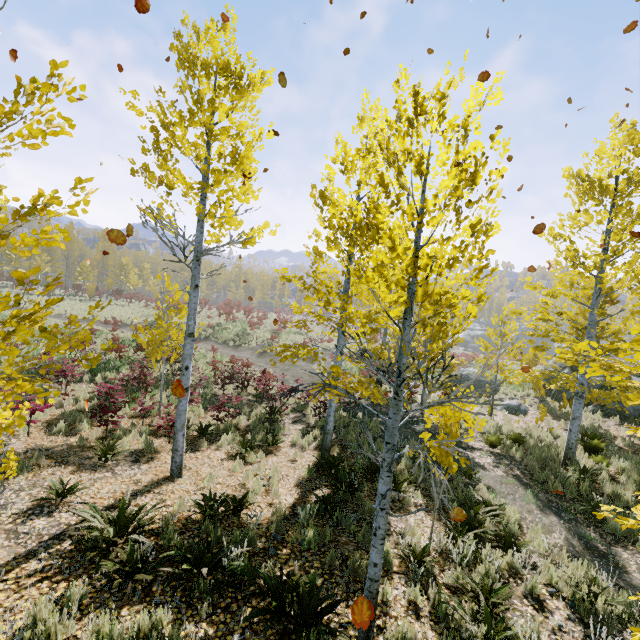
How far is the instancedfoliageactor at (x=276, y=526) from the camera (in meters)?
5.84

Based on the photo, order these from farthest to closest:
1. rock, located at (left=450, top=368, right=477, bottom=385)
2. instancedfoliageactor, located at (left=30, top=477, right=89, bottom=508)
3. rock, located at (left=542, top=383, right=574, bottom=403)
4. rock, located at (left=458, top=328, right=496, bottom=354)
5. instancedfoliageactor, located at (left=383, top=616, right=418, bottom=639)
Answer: rock, located at (left=458, top=328, right=496, bottom=354)
rock, located at (left=450, top=368, right=477, bottom=385)
rock, located at (left=542, top=383, right=574, bottom=403)
instancedfoliageactor, located at (left=30, top=477, right=89, bottom=508)
instancedfoliageactor, located at (left=383, top=616, right=418, bottom=639)

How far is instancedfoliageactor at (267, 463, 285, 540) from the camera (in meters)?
5.84

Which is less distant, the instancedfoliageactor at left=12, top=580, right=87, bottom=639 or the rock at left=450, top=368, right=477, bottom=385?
the instancedfoliageactor at left=12, top=580, right=87, bottom=639

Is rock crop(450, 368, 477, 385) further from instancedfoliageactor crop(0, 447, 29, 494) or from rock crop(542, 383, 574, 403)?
instancedfoliageactor crop(0, 447, 29, 494)

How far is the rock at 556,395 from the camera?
17.7m

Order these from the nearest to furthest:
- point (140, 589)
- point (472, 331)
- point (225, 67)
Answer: point (140, 589), point (225, 67), point (472, 331)
